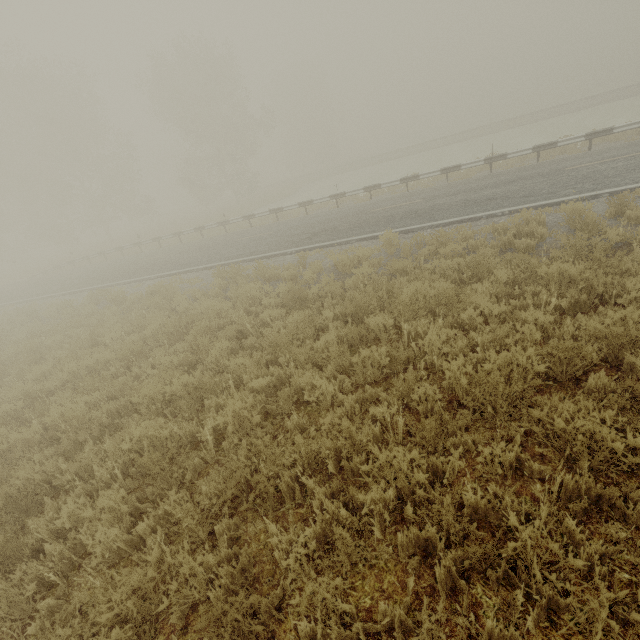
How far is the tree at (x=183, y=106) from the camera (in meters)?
32.44

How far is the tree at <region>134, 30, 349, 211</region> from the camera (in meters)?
32.44

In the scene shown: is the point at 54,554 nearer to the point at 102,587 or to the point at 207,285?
the point at 102,587

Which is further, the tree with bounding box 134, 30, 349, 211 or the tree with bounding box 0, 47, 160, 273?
the tree with bounding box 134, 30, 349, 211

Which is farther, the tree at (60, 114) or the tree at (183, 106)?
the tree at (183, 106)
